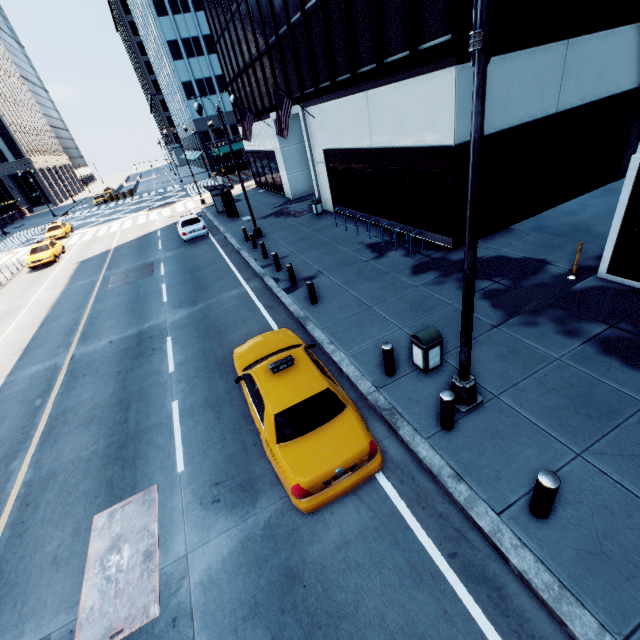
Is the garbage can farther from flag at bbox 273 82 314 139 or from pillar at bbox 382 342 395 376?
flag at bbox 273 82 314 139

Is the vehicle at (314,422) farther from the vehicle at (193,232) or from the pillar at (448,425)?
the vehicle at (193,232)

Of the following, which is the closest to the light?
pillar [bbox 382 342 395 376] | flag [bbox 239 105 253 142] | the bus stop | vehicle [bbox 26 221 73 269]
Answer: pillar [bbox 382 342 395 376]

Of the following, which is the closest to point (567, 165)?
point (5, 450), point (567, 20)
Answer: point (567, 20)

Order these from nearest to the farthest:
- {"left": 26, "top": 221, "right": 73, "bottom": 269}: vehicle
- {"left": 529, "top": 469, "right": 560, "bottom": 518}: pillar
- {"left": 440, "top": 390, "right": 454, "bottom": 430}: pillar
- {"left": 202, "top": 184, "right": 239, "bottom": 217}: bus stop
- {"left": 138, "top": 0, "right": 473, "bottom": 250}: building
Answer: {"left": 529, "top": 469, "right": 560, "bottom": 518}: pillar, {"left": 440, "top": 390, "right": 454, "bottom": 430}: pillar, {"left": 138, "top": 0, "right": 473, "bottom": 250}: building, {"left": 202, "top": 184, "right": 239, "bottom": 217}: bus stop, {"left": 26, "top": 221, "right": 73, "bottom": 269}: vehicle

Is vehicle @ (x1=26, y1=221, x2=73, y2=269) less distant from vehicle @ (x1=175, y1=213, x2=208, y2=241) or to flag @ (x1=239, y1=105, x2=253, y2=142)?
vehicle @ (x1=175, y1=213, x2=208, y2=241)

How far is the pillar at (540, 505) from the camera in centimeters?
438cm

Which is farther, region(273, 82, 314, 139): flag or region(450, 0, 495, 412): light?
region(273, 82, 314, 139): flag
